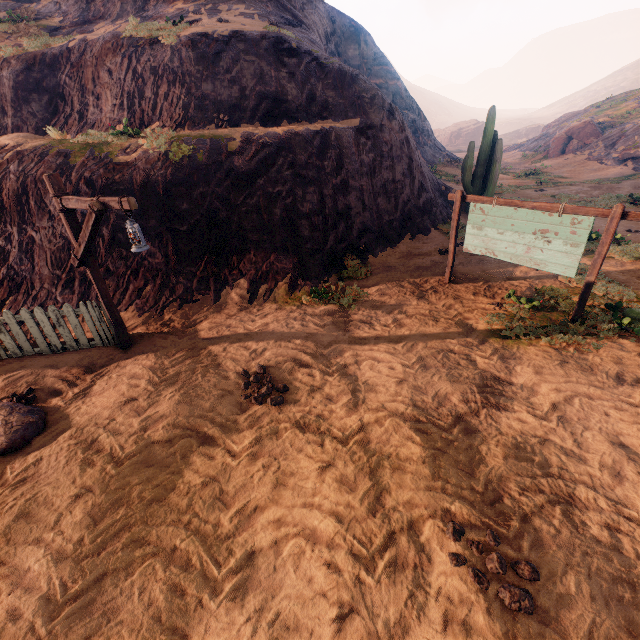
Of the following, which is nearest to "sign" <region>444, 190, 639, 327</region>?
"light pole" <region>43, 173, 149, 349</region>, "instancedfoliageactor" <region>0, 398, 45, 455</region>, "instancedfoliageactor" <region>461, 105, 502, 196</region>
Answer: "light pole" <region>43, 173, 149, 349</region>

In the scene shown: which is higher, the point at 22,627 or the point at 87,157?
the point at 87,157

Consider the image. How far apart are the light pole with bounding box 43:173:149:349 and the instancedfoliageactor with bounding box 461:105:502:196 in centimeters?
1346cm

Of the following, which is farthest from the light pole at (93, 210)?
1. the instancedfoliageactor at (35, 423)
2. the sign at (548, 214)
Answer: the sign at (548, 214)

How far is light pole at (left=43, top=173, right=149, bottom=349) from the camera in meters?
4.4

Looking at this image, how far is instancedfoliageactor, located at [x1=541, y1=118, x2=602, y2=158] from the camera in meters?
28.2 m

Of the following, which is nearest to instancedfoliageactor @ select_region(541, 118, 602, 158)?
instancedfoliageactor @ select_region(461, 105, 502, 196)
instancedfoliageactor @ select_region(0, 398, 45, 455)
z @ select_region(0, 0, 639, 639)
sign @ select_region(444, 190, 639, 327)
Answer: z @ select_region(0, 0, 639, 639)

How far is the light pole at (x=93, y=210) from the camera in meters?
4.4 m
